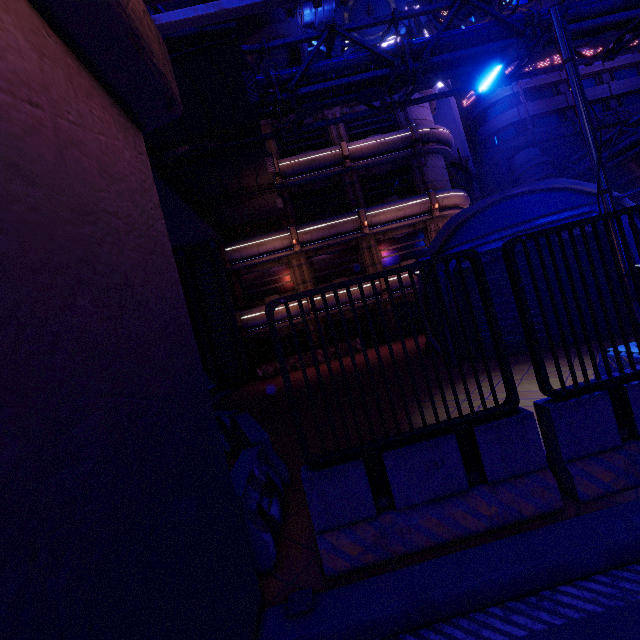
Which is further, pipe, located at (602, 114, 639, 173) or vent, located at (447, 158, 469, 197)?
vent, located at (447, 158, 469, 197)

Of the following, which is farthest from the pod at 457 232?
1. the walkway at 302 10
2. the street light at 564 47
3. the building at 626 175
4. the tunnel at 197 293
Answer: the walkway at 302 10

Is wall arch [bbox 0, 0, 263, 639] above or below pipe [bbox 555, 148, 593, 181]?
below

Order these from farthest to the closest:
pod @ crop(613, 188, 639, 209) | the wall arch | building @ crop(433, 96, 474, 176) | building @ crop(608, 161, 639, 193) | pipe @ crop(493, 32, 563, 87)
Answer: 1. building @ crop(433, 96, 474, 176)
2. building @ crop(608, 161, 639, 193)
3. pipe @ crop(493, 32, 563, 87)
4. pod @ crop(613, 188, 639, 209)
5. the wall arch

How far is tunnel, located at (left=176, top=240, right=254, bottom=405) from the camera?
21.0 meters

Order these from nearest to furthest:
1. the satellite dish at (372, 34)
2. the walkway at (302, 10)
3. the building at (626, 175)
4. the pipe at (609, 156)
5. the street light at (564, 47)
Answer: the street light at (564, 47)
the pipe at (609, 156)
the satellite dish at (372, 34)
the building at (626, 175)
the walkway at (302, 10)

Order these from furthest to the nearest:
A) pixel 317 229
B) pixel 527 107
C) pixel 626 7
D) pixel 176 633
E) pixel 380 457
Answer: pixel 527 107 → pixel 317 229 → pixel 626 7 → pixel 380 457 → pixel 176 633

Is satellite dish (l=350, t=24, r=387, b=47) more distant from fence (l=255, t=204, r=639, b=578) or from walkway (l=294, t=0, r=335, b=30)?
fence (l=255, t=204, r=639, b=578)
